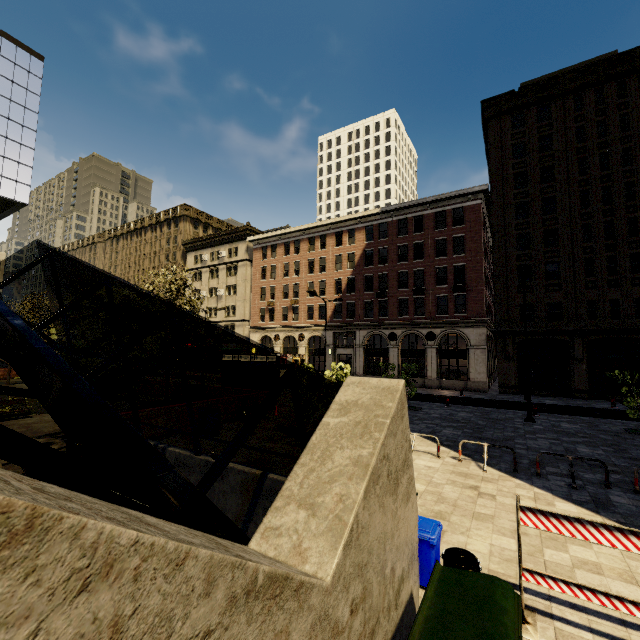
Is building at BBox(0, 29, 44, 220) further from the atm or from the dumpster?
the dumpster

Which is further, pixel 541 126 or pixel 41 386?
pixel 541 126

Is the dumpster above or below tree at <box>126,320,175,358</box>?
below

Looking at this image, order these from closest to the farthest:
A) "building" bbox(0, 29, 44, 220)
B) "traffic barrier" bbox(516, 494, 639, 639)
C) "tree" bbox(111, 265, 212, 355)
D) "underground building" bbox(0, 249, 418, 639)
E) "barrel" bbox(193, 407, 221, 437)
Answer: "underground building" bbox(0, 249, 418, 639) → "traffic barrier" bbox(516, 494, 639, 639) → "tree" bbox(111, 265, 212, 355) → "barrel" bbox(193, 407, 221, 437) → "building" bbox(0, 29, 44, 220)

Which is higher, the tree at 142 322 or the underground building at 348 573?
the tree at 142 322

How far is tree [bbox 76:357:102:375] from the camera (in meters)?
10.32

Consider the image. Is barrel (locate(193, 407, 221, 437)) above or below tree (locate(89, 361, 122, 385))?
below

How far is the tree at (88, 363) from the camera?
10.3m
